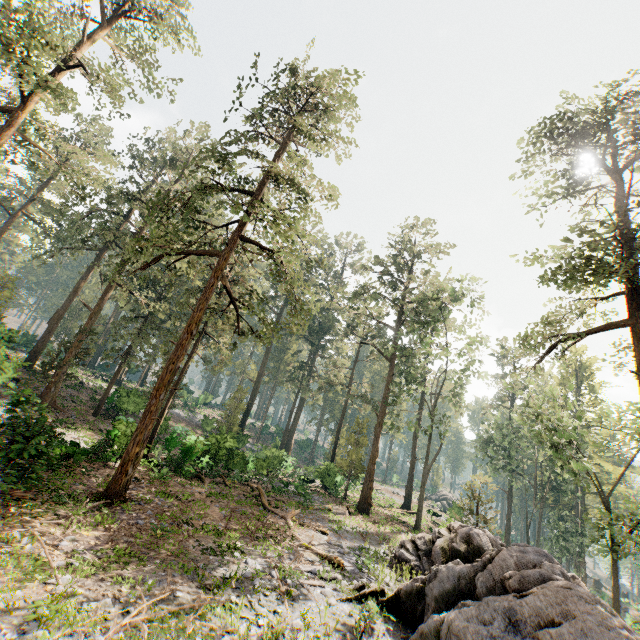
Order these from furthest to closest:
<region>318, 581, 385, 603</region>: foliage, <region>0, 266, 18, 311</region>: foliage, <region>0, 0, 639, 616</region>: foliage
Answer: <region>0, 266, 18, 311</region>: foliage < <region>0, 0, 639, 616</region>: foliage < <region>318, 581, 385, 603</region>: foliage

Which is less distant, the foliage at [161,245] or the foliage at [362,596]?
the foliage at [362,596]

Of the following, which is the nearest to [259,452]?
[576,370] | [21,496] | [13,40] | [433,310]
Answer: [433,310]

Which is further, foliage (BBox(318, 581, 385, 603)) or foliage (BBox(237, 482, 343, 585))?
foliage (BBox(237, 482, 343, 585))

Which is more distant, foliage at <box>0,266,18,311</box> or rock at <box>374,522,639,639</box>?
foliage at <box>0,266,18,311</box>

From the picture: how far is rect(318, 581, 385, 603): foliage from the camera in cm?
1056
